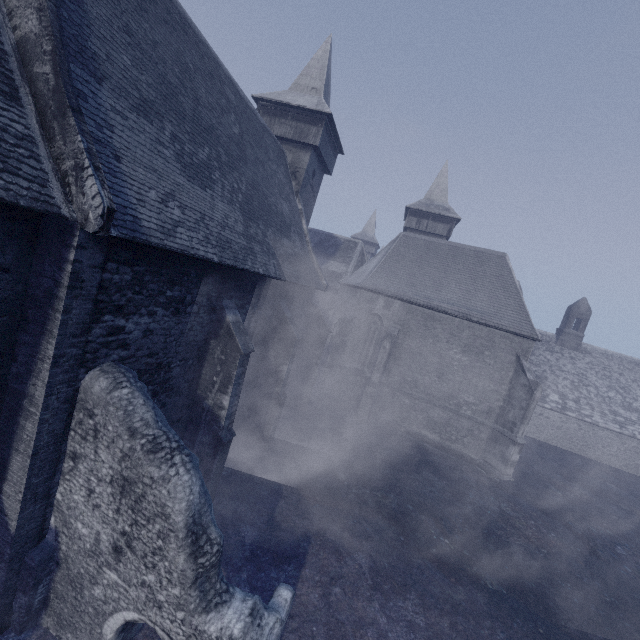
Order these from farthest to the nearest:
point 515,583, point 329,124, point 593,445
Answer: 1. point 593,445
2. point 329,124
3. point 515,583
